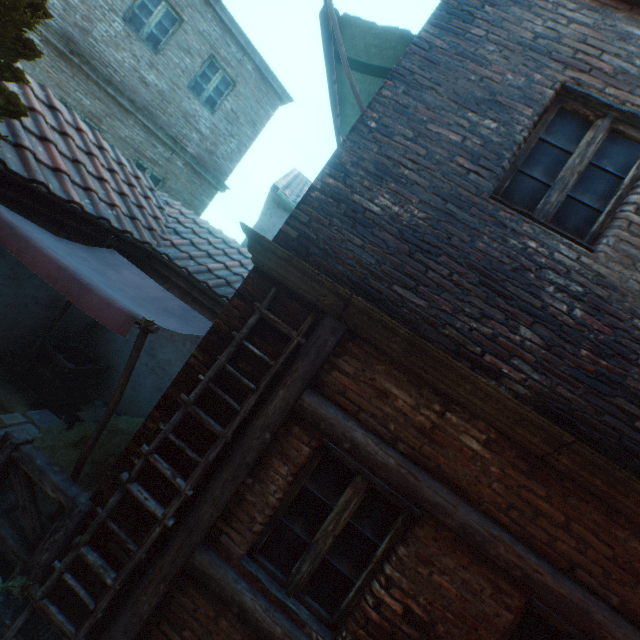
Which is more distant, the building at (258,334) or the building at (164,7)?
the building at (164,7)

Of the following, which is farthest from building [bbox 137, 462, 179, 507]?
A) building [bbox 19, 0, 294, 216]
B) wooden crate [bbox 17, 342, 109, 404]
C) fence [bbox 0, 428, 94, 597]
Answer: building [bbox 19, 0, 294, 216]

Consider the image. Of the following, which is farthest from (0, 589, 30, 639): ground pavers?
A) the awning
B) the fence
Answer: the awning

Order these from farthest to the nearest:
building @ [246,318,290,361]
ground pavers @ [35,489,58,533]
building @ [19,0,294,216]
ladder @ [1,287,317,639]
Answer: building @ [19,0,294,216] < ground pavers @ [35,489,58,533] < building @ [246,318,290,361] < ladder @ [1,287,317,639]

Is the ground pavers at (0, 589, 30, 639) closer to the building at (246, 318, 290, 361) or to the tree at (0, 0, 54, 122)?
the building at (246, 318, 290, 361)

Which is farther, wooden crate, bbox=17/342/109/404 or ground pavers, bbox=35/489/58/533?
wooden crate, bbox=17/342/109/404

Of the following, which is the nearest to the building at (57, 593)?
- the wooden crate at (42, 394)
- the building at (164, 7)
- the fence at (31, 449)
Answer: the fence at (31, 449)

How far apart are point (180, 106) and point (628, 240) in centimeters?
1182cm
